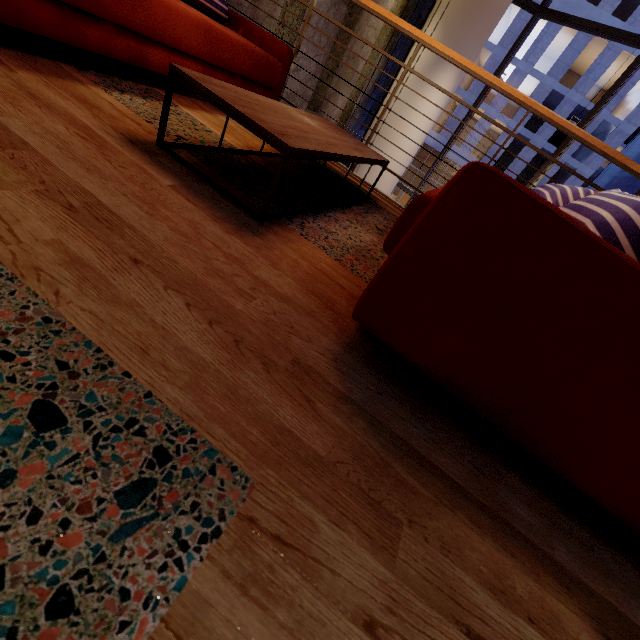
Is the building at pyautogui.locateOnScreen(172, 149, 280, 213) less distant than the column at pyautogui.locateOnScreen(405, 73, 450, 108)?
Yes

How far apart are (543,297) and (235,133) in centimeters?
220cm

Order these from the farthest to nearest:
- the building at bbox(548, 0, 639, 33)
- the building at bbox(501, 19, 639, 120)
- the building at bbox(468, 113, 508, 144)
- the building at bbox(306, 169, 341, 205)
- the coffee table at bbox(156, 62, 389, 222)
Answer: the building at bbox(468, 113, 508, 144) < the building at bbox(501, 19, 639, 120) < the building at bbox(548, 0, 639, 33) < the building at bbox(306, 169, 341, 205) < the coffee table at bbox(156, 62, 389, 222)

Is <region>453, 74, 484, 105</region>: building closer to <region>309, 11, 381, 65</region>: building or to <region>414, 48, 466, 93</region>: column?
<region>309, 11, 381, 65</region>: building

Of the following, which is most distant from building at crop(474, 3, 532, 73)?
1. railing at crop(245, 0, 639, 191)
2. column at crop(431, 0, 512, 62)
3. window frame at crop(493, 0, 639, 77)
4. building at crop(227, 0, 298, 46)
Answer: railing at crop(245, 0, 639, 191)

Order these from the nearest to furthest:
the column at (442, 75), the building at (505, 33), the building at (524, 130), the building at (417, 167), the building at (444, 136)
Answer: the column at (442, 75)
the building at (505, 33)
the building at (524, 130)
the building at (444, 136)
the building at (417, 167)

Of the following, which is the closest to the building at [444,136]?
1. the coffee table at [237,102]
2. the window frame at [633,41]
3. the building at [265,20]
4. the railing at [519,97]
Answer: the building at [265,20]

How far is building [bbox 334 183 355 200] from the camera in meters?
2.3
